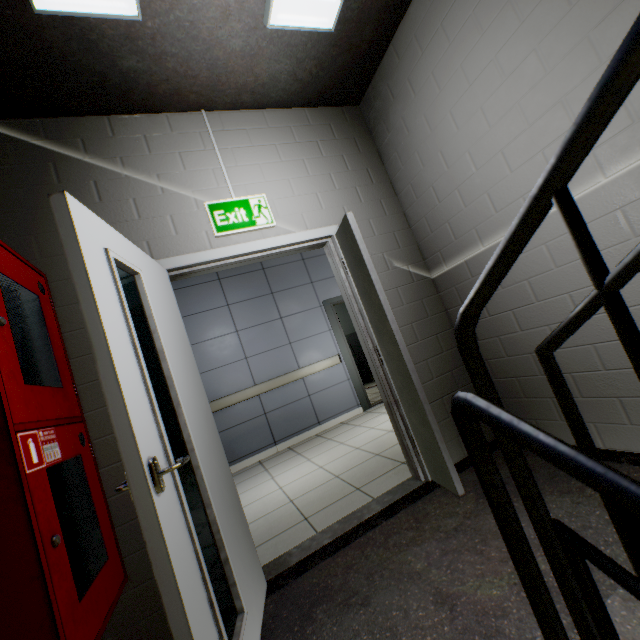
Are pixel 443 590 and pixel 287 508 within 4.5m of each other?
yes

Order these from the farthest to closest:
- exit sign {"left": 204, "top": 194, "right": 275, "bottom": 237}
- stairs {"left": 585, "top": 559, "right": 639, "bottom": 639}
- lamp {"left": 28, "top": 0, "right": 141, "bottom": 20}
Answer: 1. exit sign {"left": 204, "top": 194, "right": 275, "bottom": 237}
2. lamp {"left": 28, "top": 0, "right": 141, "bottom": 20}
3. stairs {"left": 585, "top": 559, "right": 639, "bottom": 639}

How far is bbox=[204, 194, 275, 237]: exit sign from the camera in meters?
2.4

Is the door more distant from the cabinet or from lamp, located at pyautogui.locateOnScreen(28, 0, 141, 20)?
lamp, located at pyautogui.locateOnScreen(28, 0, 141, 20)

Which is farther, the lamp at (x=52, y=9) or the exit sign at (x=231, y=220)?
the exit sign at (x=231, y=220)

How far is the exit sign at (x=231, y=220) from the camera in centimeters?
238cm

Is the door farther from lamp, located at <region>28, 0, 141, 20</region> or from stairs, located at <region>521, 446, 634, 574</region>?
lamp, located at <region>28, 0, 141, 20</region>

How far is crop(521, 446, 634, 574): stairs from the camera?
1.4 meters
